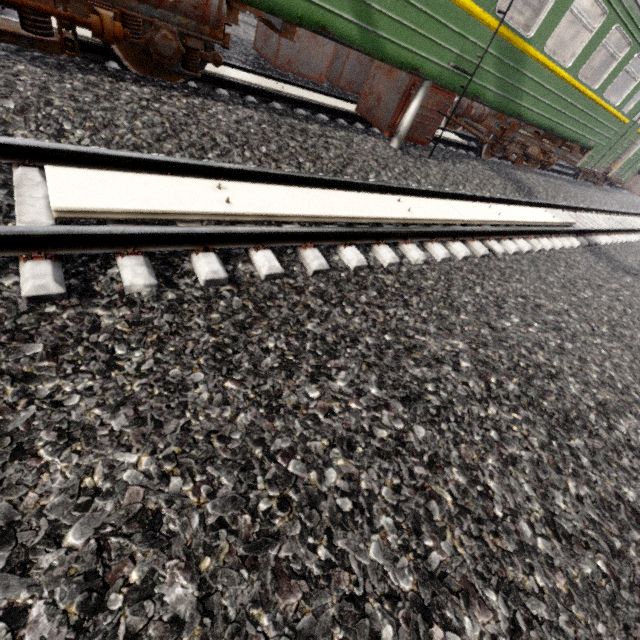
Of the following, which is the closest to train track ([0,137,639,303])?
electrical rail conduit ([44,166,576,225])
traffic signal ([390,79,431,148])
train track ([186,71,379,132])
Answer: electrical rail conduit ([44,166,576,225])

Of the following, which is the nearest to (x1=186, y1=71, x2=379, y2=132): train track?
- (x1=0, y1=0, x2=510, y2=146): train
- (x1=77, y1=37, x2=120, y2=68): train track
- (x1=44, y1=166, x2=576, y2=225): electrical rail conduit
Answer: (x1=0, y1=0, x2=510, y2=146): train

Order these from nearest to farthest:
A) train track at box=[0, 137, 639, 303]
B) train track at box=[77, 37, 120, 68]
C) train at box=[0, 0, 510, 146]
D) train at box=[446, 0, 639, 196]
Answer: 1. train track at box=[0, 137, 639, 303]
2. train at box=[0, 0, 510, 146]
3. train track at box=[77, 37, 120, 68]
4. train at box=[446, 0, 639, 196]

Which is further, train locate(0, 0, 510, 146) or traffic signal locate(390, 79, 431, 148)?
traffic signal locate(390, 79, 431, 148)

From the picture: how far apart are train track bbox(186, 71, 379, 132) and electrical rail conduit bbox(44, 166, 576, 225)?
2.9m

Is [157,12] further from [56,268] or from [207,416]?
[207,416]

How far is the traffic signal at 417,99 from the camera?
5.5m

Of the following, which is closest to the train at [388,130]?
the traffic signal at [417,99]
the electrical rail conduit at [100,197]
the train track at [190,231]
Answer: the traffic signal at [417,99]
